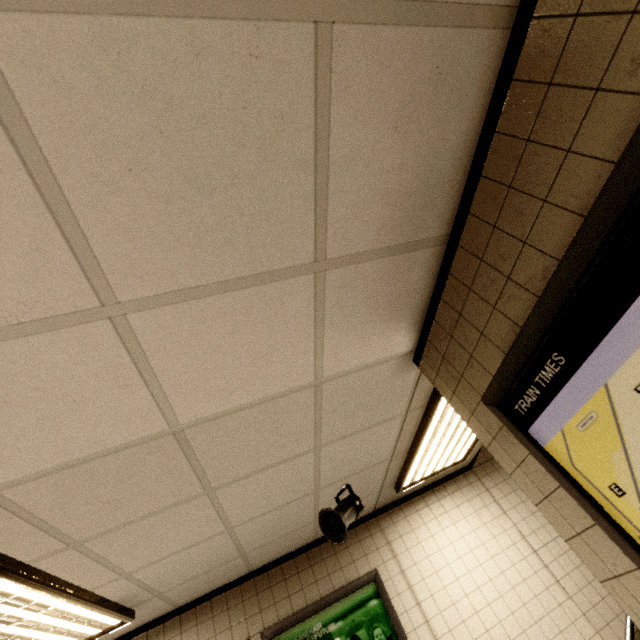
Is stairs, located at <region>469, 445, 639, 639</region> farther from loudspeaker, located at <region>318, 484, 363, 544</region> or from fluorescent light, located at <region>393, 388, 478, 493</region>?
loudspeaker, located at <region>318, 484, 363, 544</region>

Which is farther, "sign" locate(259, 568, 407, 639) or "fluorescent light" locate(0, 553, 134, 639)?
"sign" locate(259, 568, 407, 639)

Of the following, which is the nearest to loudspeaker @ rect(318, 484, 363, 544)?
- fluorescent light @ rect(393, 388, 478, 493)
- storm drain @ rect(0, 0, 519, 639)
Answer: storm drain @ rect(0, 0, 519, 639)

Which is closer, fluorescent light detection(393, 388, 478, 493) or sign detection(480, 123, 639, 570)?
sign detection(480, 123, 639, 570)

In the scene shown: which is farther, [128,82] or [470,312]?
[470,312]

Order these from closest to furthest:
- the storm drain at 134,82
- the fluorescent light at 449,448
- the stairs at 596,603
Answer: the storm drain at 134,82, the fluorescent light at 449,448, the stairs at 596,603

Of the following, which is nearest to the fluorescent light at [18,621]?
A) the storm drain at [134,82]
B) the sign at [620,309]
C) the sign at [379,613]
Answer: the storm drain at [134,82]

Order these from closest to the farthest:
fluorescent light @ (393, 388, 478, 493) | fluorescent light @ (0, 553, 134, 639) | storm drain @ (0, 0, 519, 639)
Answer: storm drain @ (0, 0, 519, 639)
fluorescent light @ (0, 553, 134, 639)
fluorescent light @ (393, 388, 478, 493)
